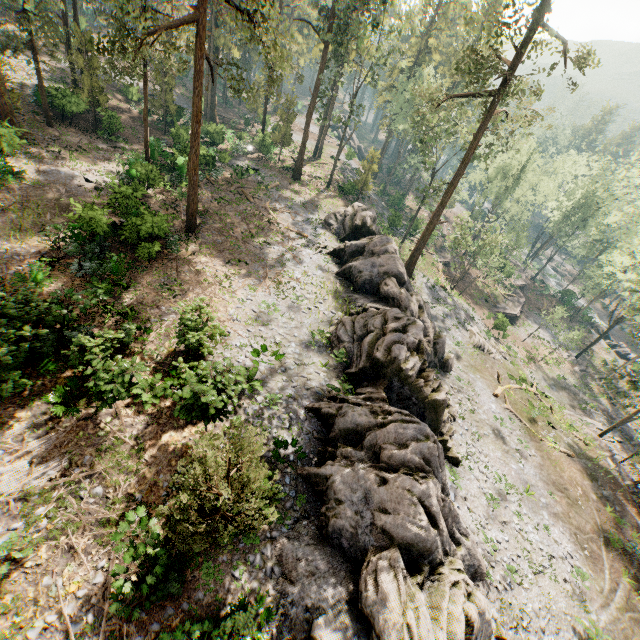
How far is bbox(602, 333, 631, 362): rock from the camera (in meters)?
52.02

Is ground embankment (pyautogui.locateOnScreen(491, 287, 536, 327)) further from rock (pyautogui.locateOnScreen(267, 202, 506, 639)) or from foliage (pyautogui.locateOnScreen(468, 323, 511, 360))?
rock (pyautogui.locateOnScreen(267, 202, 506, 639))

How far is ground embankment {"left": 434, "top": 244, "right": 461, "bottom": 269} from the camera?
48.7m

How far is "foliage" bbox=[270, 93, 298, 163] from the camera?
38.22m

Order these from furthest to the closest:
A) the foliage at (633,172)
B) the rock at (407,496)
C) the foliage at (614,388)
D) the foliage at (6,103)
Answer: the foliage at (633,172), the foliage at (614,388), the foliage at (6,103), the rock at (407,496)

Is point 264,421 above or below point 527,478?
above

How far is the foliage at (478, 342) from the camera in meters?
31.9

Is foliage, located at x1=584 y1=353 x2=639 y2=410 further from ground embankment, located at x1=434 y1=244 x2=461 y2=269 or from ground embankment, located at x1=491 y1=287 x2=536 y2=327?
ground embankment, located at x1=434 y1=244 x2=461 y2=269
